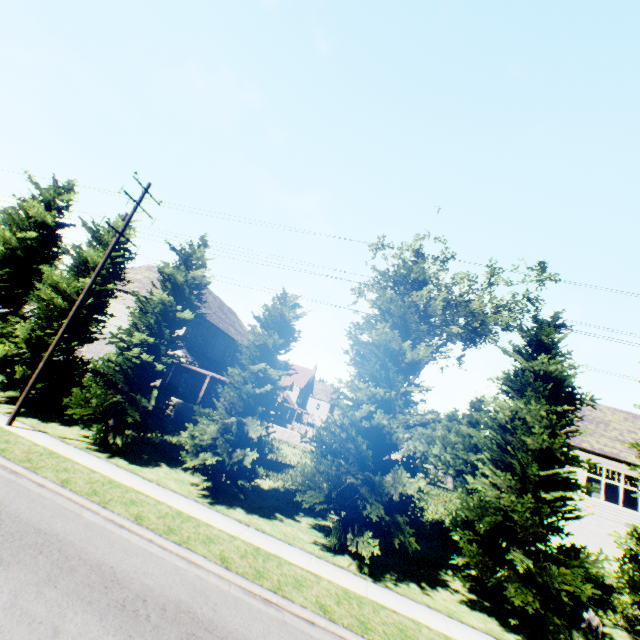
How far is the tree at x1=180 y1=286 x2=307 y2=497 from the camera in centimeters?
1220cm

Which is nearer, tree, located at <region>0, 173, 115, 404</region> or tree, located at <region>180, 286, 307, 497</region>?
tree, located at <region>180, 286, 307, 497</region>

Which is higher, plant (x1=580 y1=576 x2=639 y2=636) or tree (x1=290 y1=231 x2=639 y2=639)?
tree (x1=290 y1=231 x2=639 y2=639)

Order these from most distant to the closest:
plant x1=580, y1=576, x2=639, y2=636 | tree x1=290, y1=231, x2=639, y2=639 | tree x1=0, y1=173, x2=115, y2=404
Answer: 1. tree x1=0, y1=173, x2=115, y2=404
2. plant x1=580, y1=576, x2=639, y2=636
3. tree x1=290, y1=231, x2=639, y2=639

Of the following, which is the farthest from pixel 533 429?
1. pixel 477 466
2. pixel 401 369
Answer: pixel 477 466

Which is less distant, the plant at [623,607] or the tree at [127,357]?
the plant at [623,607]

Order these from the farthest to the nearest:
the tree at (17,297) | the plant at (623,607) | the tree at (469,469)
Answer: the tree at (17,297)
the plant at (623,607)
the tree at (469,469)
